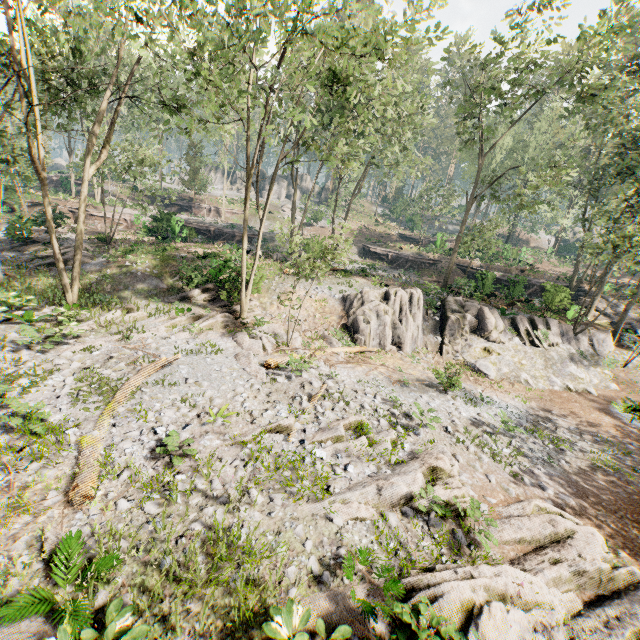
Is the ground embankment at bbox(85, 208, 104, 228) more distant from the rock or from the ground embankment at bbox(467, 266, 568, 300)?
the ground embankment at bbox(467, 266, 568, 300)

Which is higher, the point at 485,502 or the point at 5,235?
the point at 5,235

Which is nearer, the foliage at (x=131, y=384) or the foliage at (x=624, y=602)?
the foliage at (x=624, y=602)

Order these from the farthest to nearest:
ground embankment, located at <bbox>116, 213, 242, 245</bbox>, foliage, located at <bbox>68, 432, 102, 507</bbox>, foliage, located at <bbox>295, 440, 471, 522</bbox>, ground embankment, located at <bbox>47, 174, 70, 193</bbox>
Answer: ground embankment, located at <bbox>47, 174, 70, 193</bbox>, ground embankment, located at <bbox>116, 213, 242, 245</bbox>, foliage, located at <bbox>295, 440, 471, 522</bbox>, foliage, located at <bbox>68, 432, 102, 507</bbox>

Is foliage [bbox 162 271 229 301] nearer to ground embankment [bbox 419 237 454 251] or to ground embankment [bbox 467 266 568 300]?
ground embankment [bbox 467 266 568 300]

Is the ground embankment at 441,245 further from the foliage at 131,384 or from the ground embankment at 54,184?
the ground embankment at 54,184

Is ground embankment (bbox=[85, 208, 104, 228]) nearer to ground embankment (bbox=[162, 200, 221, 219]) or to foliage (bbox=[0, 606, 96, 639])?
foliage (bbox=[0, 606, 96, 639])

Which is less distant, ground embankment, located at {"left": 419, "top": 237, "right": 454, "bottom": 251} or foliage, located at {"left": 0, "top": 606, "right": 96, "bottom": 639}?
foliage, located at {"left": 0, "top": 606, "right": 96, "bottom": 639}
